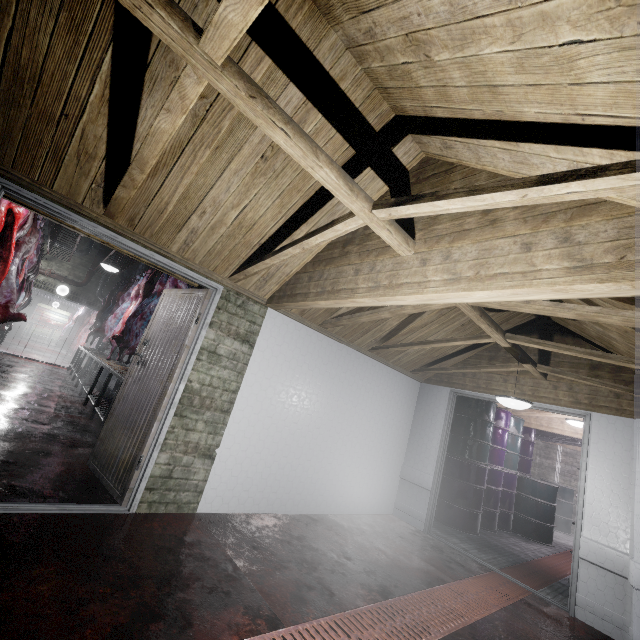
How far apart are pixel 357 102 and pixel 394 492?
4.9 meters

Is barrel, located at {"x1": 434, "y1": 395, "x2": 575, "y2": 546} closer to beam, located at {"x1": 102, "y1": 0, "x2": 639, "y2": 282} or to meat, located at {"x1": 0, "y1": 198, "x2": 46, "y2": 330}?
beam, located at {"x1": 102, "y1": 0, "x2": 639, "y2": 282}

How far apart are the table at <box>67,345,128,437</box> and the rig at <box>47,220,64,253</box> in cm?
244

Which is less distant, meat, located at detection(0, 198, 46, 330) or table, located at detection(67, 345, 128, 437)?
meat, located at detection(0, 198, 46, 330)

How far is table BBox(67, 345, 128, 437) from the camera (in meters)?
4.63

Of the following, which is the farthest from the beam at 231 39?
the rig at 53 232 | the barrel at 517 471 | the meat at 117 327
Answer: the meat at 117 327

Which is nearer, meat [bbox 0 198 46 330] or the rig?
meat [bbox 0 198 46 330]

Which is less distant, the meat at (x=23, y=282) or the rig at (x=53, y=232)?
the meat at (x=23, y=282)
